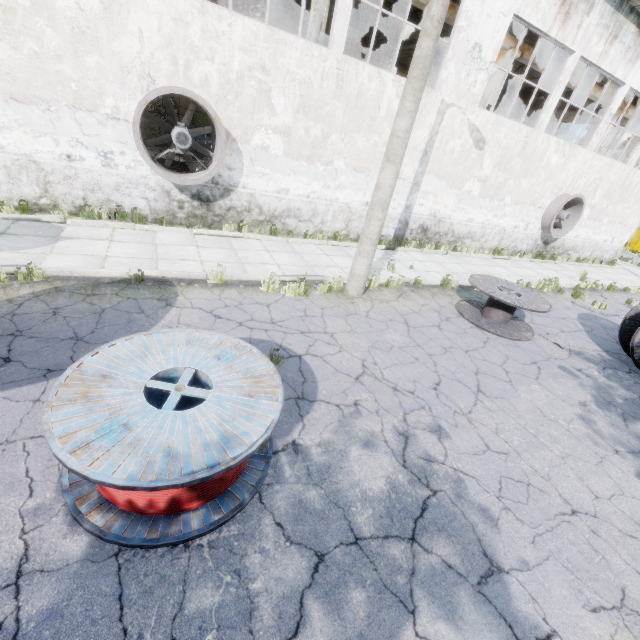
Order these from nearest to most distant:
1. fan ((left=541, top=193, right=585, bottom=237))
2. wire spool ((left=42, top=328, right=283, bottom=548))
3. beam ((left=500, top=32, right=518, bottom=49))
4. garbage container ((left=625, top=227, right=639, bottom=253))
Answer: wire spool ((left=42, top=328, right=283, bottom=548))
beam ((left=500, top=32, right=518, bottom=49))
fan ((left=541, top=193, right=585, bottom=237))
garbage container ((left=625, top=227, right=639, bottom=253))

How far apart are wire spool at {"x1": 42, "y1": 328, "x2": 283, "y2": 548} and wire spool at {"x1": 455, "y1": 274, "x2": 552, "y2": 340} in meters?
6.3 m

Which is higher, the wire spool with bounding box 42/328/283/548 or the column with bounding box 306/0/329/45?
the column with bounding box 306/0/329/45

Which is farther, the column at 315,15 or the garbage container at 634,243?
the garbage container at 634,243

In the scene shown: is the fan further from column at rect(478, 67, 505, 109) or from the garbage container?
the garbage container

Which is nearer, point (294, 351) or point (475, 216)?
point (294, 351)

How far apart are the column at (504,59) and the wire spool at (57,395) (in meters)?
16.61

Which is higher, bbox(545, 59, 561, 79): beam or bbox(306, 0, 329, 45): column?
bbox(545, 59, 561, 79): beam
